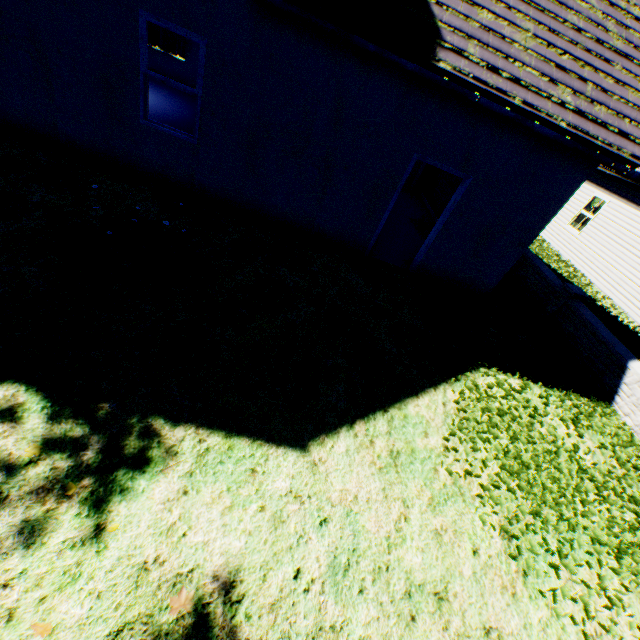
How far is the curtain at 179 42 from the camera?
12.5m

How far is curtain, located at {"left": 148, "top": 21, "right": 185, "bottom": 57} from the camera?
12.5m

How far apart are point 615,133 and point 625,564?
6.55m
